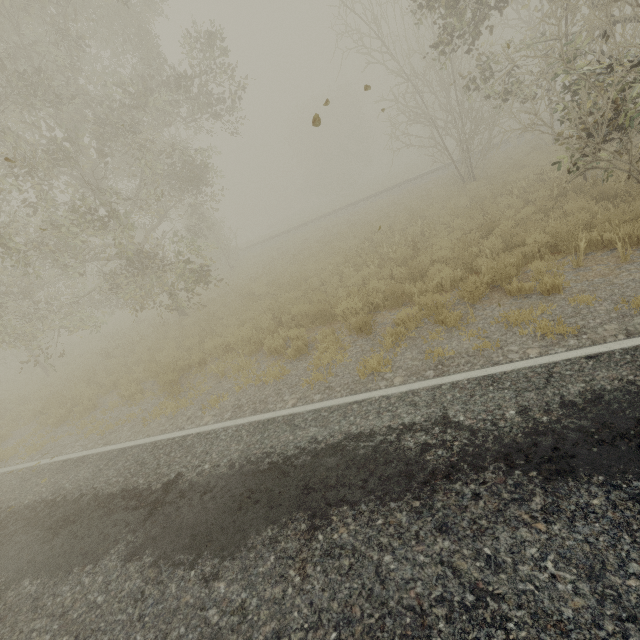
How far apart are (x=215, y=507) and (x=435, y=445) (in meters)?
2.87

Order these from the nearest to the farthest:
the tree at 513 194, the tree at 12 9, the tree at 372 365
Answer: the tree at 372 365 < the tree at 12 9 < the tree at 513 194

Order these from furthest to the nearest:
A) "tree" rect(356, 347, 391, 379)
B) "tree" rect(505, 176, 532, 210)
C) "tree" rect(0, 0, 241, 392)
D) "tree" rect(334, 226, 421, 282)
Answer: "tree" rect(505, 176, 532, 210)
"tree" rect(334, 226, 421, 282)
"tree" rect(0, 0, 241, 392)
"tree" rect(356, 347, 391, 379)

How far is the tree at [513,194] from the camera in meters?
11.0

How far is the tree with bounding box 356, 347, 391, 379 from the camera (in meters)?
5.66

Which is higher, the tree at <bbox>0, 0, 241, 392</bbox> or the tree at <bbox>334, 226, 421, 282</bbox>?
the tree at <bbox>0, 0, 241, 392</bbox>
